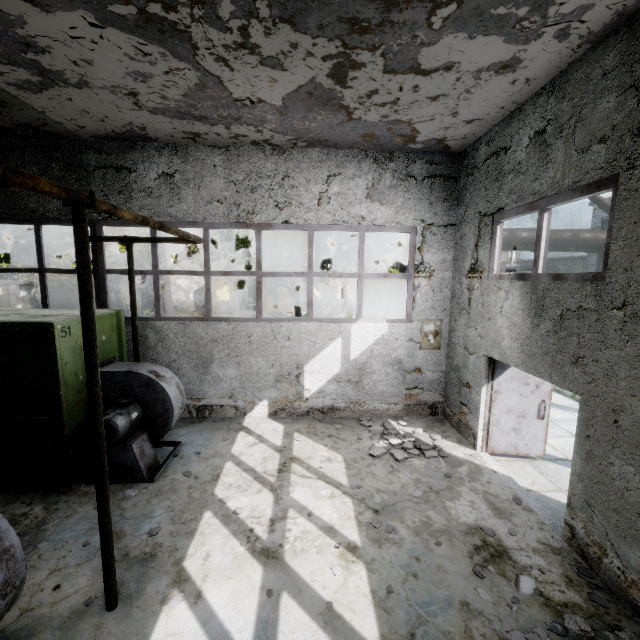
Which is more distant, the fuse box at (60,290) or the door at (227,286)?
the door at (227,286)

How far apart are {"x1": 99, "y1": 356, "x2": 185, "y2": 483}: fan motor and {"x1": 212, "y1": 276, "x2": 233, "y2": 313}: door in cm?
2221

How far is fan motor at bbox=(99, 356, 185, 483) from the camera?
5.7m

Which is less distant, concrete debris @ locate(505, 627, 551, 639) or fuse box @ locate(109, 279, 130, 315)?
concrete debris @ locate(505, 627, 551, 639)

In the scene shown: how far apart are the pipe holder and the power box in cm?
715

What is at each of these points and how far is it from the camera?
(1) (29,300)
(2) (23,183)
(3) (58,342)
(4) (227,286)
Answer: (1) fuse box, 16.4m
(2) pipe, 2.4m
(3) boiler box, 5.3m
(4) door, 29.9m

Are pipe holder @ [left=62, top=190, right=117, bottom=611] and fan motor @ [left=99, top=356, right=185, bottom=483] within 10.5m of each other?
yes

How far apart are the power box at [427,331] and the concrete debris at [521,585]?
5.09m
